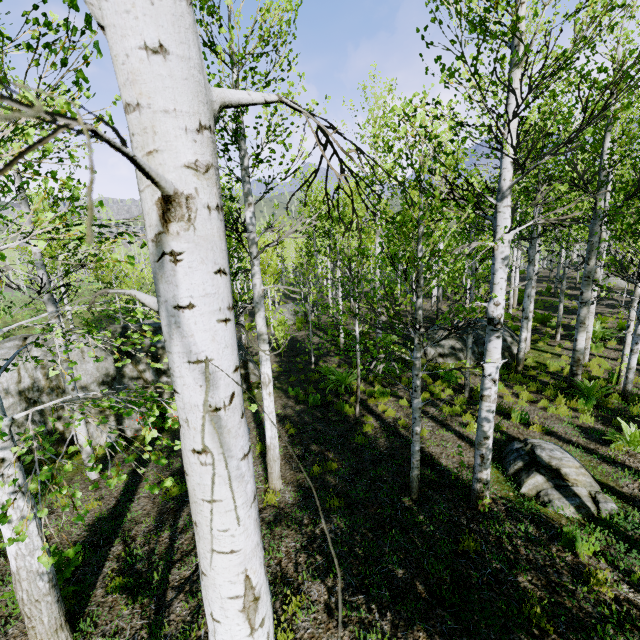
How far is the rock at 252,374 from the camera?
13.5m

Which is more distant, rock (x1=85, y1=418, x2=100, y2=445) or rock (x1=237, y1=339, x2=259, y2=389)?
rock (x1=237, y1=339, x2=259, y2=389)

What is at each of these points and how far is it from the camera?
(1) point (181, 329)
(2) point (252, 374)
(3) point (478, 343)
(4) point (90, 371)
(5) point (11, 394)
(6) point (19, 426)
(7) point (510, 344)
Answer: (1) instancedfoliageactor, 0.9 meters
(2) rock, 14.1 meters
(3) rock, 12.8 meters
(4) rock, 10.5 meters
(5) rock, 9.6 meters
(6) rock, 9.4 meters
(7) rock, 12.6 meters

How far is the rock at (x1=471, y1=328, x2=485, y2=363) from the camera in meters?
12.7 m

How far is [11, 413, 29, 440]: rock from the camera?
9.3m

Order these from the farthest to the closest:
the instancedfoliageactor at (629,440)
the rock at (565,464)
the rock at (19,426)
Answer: the rock at (19,426), the instancedfoliageactor at (629,440), the rock at (565,464)

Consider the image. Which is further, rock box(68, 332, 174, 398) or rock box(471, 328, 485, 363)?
rock box(471, 328, 485, 363)
